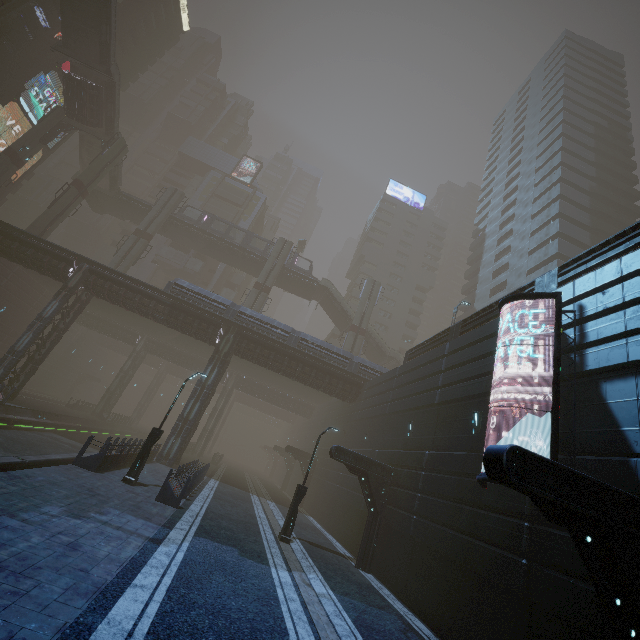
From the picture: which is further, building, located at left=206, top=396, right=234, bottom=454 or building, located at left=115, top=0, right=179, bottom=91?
building, located at left=206, top=396, right=234, bottom=454

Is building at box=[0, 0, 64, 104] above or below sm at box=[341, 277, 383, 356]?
above

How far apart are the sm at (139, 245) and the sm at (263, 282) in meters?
12.9 m

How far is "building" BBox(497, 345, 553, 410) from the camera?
10.6m

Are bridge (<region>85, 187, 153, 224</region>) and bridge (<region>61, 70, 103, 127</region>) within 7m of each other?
no

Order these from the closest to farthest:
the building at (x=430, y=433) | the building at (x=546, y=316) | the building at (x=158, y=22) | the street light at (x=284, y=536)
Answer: the building at (x=430, y=433), the building at (x=546, y=316), the street light at (x=284, y=536), the building at (x=158, y=22)

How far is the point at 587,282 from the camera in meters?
10.6

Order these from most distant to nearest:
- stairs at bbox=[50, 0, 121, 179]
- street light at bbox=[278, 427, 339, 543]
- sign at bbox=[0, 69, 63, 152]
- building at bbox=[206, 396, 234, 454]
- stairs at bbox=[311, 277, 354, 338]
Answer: building at bbox=[206, 396, 234, 454] → stairs at bbox=[311, 277, 354, 338] → sign at bbox=[0, 69, 63, 152] → stairs at bbox=[50, 0, 121, 179] → street light at bbox=[278, 427, 339, 543]
